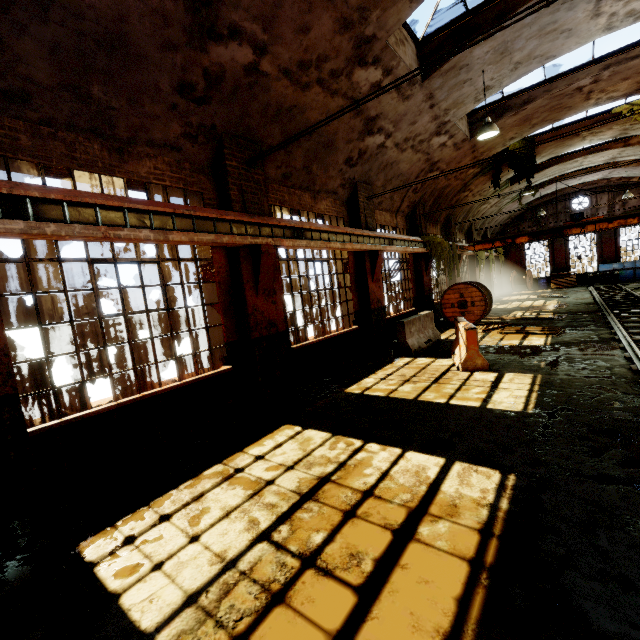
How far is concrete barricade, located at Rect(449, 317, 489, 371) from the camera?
7.4 meters

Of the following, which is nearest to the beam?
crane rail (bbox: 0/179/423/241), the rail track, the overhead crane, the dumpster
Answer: crane rail (bbox: 0/179/423/241)

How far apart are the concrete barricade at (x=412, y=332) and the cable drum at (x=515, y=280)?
21.4m

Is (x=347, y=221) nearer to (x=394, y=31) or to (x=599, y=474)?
(x=394, y=31)

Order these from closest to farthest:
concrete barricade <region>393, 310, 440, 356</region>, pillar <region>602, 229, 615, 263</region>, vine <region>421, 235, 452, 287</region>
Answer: concrete barricade <region>393, 310, 440, 356</region>
vine <region>421, 235, 452, 287</region>
pillar <region>602, 229, 615, 263</region>

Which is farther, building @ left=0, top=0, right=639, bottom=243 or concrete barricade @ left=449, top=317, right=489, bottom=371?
concrete barricade @ left=449, top=317, right=489, bottom=371

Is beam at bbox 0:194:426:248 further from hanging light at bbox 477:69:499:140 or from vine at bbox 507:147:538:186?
vine at bbox 507:147:538:186

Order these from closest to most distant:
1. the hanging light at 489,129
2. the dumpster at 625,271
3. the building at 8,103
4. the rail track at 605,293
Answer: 1. the building at 8,103
2. the rail track at 605,293
3. the hanging light at 489,129
4. the dumpster at 625,271
